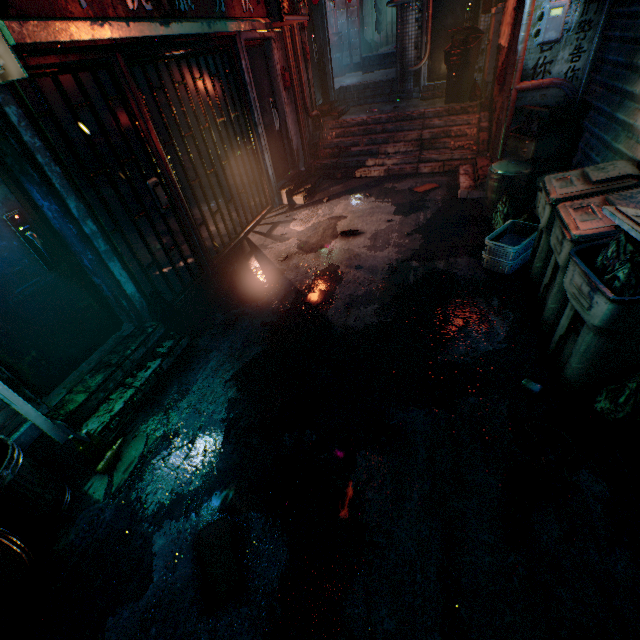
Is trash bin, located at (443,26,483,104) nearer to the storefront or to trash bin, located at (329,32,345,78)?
the storefront

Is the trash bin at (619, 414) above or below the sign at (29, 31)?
below

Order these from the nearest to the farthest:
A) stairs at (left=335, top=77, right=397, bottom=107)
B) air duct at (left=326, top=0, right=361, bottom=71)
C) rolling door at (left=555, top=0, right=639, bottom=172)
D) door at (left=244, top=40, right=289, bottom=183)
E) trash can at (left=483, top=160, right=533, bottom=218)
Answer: rolling door at (left=555, top=0, right=639, bottom=172)
trash can at (left=483, top=160, right=533, bottom=218)
door at (left=244, top=40, right=289, bottom=183)
stairs at (left=335, top=77, right=397, bottom=107)
air duct at (left=326, top=0, right=361, bottom=71)

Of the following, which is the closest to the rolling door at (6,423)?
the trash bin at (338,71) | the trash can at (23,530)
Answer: the trash can at (23,530)

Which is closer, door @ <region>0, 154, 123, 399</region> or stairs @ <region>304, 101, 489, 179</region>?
door @ <region>0, 154, 123, 399</region>

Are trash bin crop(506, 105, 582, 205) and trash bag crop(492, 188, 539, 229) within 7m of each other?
yes

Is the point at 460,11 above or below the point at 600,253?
above

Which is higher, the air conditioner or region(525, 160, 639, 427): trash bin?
the air conditioner
